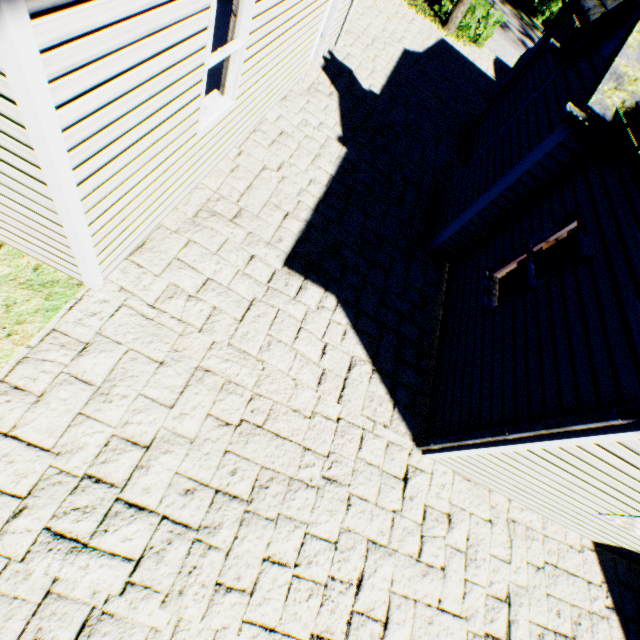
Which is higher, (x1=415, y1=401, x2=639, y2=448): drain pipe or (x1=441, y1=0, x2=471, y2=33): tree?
(x1=415, y1=401, x2=639, y2=448): drain pipe

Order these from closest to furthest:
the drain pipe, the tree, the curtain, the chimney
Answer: the drain pipe, the chimney, the curtain, the tree

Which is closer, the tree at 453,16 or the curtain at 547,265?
the curtain at 547,265

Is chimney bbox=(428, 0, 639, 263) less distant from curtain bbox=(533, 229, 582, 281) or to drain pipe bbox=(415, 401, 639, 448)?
curtain bbox=(533, 229, 582, 281)

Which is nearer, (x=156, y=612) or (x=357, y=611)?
(x=156, y=612)

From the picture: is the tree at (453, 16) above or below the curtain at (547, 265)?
below

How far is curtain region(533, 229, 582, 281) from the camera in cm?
448

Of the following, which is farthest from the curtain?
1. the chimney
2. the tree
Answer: the tree
